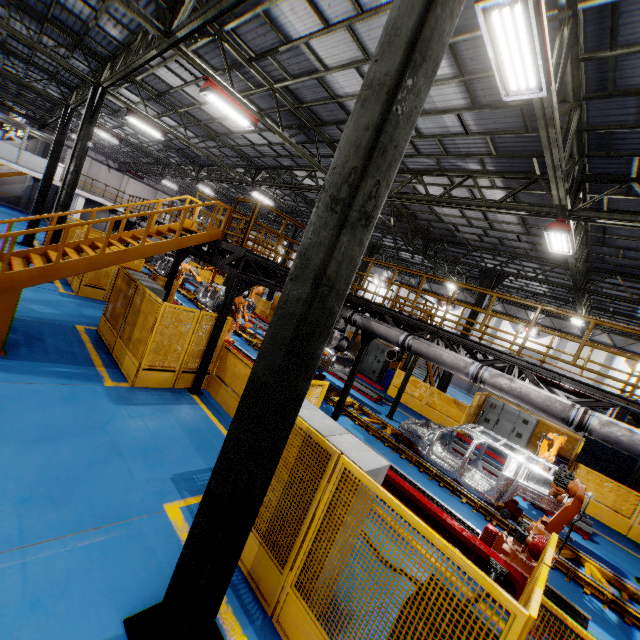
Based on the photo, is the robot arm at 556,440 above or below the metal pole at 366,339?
below

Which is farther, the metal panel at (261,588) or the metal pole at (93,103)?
the metal pole at (93,103)

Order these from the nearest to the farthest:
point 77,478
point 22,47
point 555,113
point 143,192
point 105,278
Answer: point 77,478 < point 555,113 < point 105,278 < point 22,47 < point 143,192

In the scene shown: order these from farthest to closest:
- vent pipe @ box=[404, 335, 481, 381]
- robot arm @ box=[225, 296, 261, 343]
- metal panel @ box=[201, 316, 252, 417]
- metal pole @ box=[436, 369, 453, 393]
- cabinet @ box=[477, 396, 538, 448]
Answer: metal pole @ box=[436, 369, 453, 393]
cabinet @ box=[477, 396, 538, 448]
robot arm @ box=[225, 296, 261, 343]
metal panel @ box=[201, 316, 252, 417]
vent pipe @ box=[404, 335, 481, 381]

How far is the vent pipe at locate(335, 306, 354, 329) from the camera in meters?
10.2 m

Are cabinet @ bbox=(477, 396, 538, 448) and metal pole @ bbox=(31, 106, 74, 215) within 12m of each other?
no

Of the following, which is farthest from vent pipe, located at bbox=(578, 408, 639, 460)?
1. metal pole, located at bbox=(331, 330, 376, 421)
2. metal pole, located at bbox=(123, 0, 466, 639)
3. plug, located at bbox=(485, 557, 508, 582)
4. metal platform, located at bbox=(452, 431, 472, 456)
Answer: metal pole, located at bbox=(123, 0, 466, 639)

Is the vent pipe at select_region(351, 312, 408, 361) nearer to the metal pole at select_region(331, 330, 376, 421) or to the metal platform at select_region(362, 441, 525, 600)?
the metal pole at select_region(331, 330, 376, 421)
